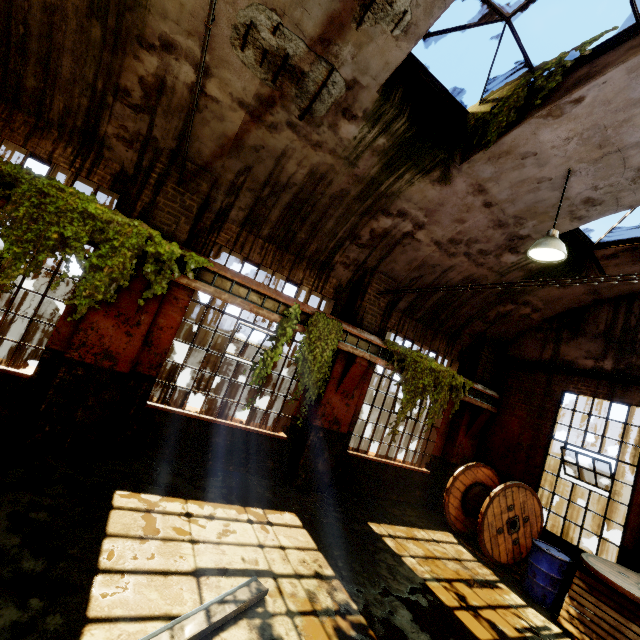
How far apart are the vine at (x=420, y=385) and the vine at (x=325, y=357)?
1.22m

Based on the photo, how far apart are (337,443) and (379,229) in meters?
5.2

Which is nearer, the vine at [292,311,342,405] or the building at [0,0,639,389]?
the building at [0,0,639,389]

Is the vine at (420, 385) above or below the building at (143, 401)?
above

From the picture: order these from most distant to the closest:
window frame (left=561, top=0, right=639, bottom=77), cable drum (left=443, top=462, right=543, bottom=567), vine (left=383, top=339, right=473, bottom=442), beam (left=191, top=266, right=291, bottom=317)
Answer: vine (left=383, top=339, right=473, bottom=442) → cable drum (left=443, top=462, right=543, bottom=567) → beam (left=191, top=266, right=291, bottom=317) → window frame (left=561, top=0, right=639, bottom=77)

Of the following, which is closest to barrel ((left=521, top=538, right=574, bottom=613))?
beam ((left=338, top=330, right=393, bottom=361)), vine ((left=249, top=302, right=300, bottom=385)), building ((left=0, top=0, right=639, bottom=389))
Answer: building ((left=0, top=0, right=639, bottom=389))

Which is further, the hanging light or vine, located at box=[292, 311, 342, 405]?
vine, located at box=[292, 311, 342, 405]

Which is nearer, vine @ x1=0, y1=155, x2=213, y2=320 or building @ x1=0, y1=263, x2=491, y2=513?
vine @ x1=0, y1=155, x2=213, y2=320
